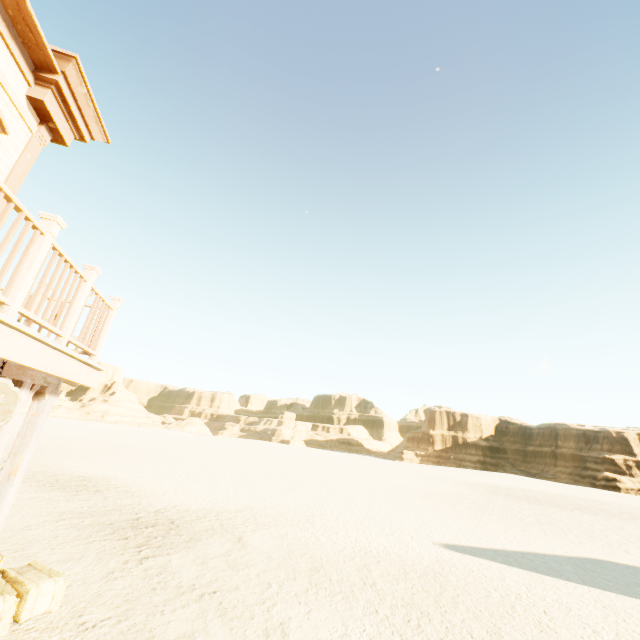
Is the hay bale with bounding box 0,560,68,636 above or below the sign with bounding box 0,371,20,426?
below

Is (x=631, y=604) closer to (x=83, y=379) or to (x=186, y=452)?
(x=83, y=379)

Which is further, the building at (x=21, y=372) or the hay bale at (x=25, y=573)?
the hay bale at (x=25, y=573)

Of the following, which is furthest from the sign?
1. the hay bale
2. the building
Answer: the hay bale

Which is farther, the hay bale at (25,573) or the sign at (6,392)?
the hay bale at (25,573)

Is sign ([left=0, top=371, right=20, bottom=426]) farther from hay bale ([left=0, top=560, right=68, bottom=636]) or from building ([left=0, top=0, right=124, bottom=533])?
hay bale ([left=0, top=560, right=68, bottom=636])

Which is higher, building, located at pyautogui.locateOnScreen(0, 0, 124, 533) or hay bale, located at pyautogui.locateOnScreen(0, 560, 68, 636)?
building, located at pyautogui.locateOnScreen(0, 0, 124, 533)
